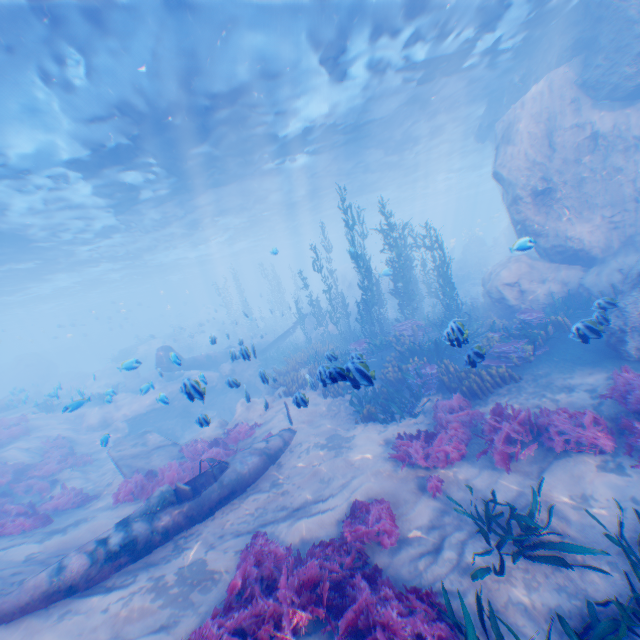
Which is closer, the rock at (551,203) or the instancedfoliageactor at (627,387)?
the instancedfoliageactor at (627,387)

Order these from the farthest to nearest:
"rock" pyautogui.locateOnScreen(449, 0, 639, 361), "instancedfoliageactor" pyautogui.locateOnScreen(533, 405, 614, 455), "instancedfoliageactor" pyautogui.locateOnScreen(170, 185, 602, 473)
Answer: "rock" pyautogui.locateOnScreen(449, 0, 639, 361) < "instancedfoliageactor" pyautogui.locateOnScreen(170, 185, 602, 473) < "instancedfoliageactor" pyautogui.locateOnScreen(533, 405, 614, 455)

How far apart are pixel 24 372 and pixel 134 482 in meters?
37.6

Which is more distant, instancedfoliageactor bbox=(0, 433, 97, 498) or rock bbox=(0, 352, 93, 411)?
rock bbox=(0, 352, 93, 411)

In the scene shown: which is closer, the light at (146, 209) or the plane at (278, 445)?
the plane at (278, 445)

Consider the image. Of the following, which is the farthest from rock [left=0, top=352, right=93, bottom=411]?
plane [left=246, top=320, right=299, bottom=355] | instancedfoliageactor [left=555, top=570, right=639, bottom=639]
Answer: instancedfoliageactor [left=555, top=570, right=639, bottom=639]

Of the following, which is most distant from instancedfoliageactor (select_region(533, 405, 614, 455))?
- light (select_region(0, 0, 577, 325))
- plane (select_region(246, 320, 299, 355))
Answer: light (select_region(0, 0, 577, 325))
